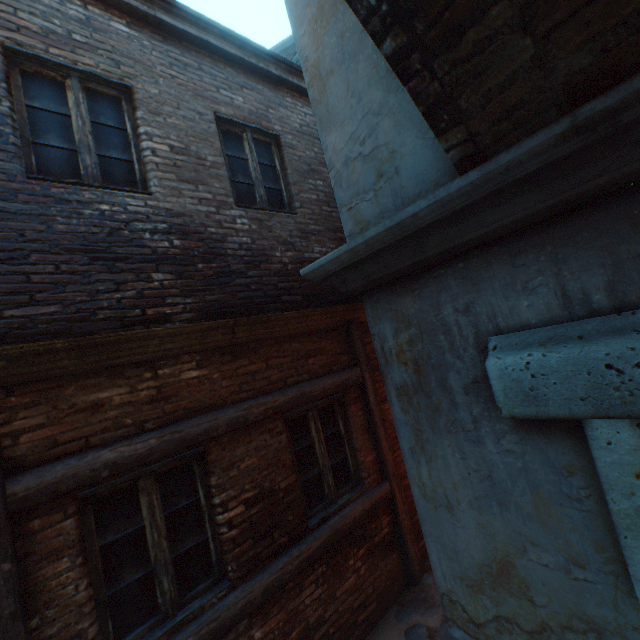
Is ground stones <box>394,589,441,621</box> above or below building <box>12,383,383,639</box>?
below

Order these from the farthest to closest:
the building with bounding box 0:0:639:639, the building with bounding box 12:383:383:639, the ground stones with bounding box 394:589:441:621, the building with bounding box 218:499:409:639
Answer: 1. the ground stones with bounding box 394:589:441:621
2. the building with bounding box 218:499:409:639
3. the building with bounding box 12:383:383:639
4. the building with bounding box 0:0:639:639

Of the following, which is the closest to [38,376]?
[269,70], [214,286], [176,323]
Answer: [176,323]

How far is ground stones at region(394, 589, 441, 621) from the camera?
3.9m

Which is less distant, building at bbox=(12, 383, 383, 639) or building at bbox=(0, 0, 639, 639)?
building at bbox=(0, 0, 639, 639)

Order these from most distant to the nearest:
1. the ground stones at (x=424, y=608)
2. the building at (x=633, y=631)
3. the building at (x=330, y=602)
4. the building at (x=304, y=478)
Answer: the ground stones at (x=424, y=608) < the building at (x=330, y=602) < the building at (x=304, y=478) < the building at (x=633, y=631)

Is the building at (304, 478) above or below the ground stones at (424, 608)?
above
